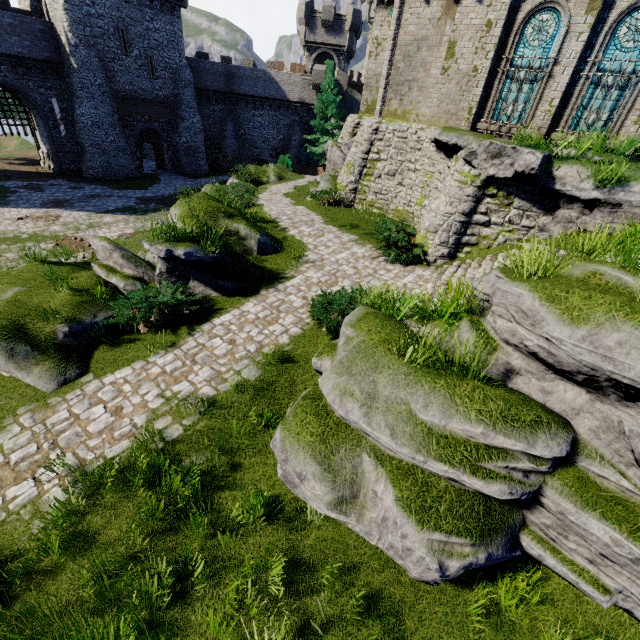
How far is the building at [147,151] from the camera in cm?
3052

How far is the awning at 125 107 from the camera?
28.8 meters

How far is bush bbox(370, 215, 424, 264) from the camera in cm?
1196

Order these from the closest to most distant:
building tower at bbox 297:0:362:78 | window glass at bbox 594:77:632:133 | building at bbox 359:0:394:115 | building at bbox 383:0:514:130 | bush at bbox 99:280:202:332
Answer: bush at bbox 99:280:202:332 → window glass at bbox 594:77:632:133 → building at bbox 383:0:514:130 → building at bbox 359:0:394:115 → building tower at bbox 297:0:362:78

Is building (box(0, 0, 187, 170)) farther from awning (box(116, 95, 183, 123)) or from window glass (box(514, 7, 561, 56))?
window glass (box(514, 7, 561, 56))

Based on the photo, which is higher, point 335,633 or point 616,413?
point 616,413

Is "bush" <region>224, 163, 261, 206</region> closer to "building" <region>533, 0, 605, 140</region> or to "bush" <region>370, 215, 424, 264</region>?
"building" <region>533, 0, 605, 140</region>

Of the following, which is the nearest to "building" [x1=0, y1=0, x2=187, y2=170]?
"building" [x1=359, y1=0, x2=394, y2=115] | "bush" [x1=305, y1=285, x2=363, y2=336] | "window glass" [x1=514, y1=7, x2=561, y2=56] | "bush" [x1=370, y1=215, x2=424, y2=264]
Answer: "building" [x1=359, y1=0, x2=394, y2=115]
